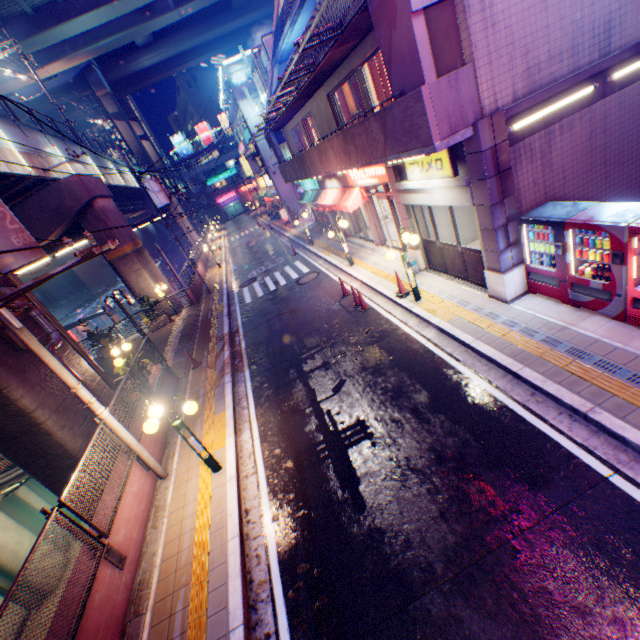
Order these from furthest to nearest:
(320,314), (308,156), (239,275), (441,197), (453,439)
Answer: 1. (239,275)
2. (308,156)
3. (320,314)
4. (441,197)
5. (453,439)

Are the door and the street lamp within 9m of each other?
yes

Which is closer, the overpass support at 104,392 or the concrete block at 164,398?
the overpass support at 104,392

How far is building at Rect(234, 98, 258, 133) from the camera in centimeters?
2984cm

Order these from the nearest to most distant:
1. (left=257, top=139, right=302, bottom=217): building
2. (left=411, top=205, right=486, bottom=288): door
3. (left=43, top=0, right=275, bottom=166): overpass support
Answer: (left=411, top=205, right=486, bottom=288): door, (left=257, top=139, right=302, bottom=217): building, (left=43, top=0, right=275, bottom=166): overpass support

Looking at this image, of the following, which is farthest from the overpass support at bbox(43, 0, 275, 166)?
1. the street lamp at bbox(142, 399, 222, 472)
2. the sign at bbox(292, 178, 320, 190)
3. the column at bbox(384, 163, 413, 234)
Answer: the column at bbox(384, 163, 413, 234)

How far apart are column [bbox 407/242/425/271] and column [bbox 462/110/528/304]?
3.25m

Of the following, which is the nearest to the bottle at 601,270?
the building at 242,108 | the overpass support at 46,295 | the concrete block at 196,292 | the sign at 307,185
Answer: the sign at 307,185
